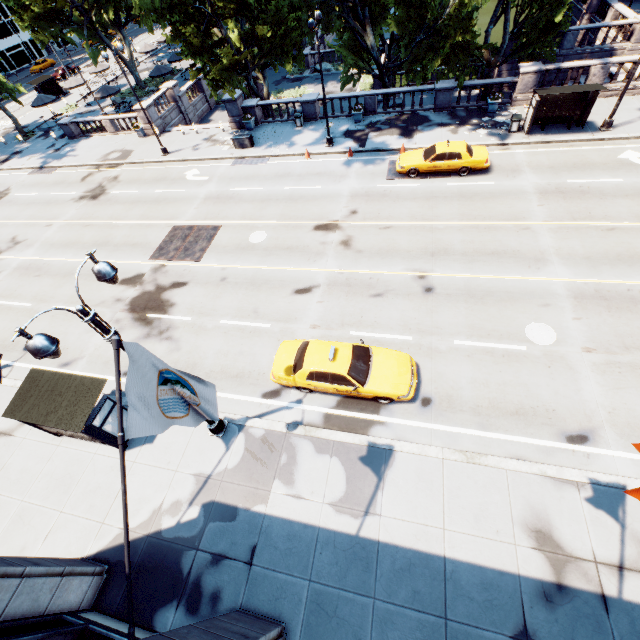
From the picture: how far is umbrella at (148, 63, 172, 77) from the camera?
35.8 meters

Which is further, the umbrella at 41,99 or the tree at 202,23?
the umbrella at 41,99

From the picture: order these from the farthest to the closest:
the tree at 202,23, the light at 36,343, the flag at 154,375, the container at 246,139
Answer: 1. the container at 246,139
2. the tree at 202,23
3. the light at 36,343
4. the flag at 154,375

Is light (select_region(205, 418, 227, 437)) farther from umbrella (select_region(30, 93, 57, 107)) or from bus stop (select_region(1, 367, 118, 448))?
umbrella (select_region(30, 93, 57, 107))

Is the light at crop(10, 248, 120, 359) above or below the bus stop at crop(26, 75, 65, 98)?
above

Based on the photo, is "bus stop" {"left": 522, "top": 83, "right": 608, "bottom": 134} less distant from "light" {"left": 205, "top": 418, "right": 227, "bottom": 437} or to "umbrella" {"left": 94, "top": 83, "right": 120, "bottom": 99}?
"light" {"left": 205, "top": 418, "right": 227, "bottom": 437}

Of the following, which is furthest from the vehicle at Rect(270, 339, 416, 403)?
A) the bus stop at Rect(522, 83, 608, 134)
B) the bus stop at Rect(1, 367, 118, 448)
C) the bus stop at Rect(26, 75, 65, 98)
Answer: the bus stop at Rect(26, 75, 65, 98)

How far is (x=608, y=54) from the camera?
26.2m
